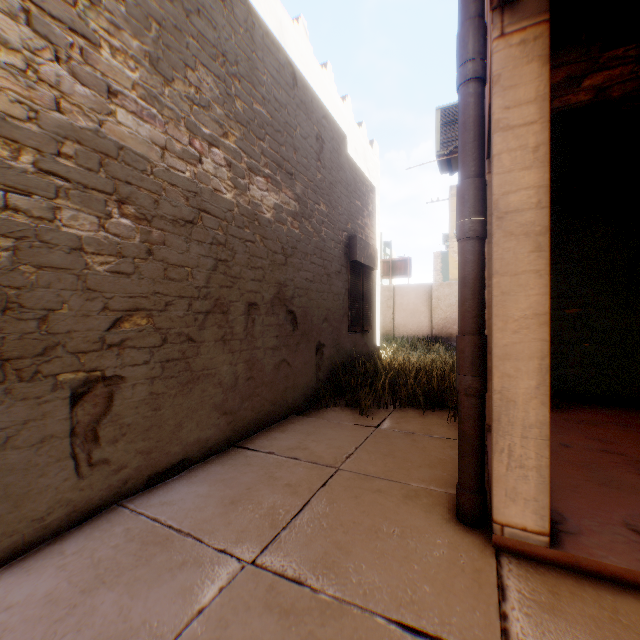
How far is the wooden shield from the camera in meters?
18.0 m

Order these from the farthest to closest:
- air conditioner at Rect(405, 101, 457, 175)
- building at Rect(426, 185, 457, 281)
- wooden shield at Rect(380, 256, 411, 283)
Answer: building at Rect(426, 185, 457, 281)
wooden shield at Rect(380, 256, 411, 283)
air conditioner at Rect(405, 101, 457, 175)

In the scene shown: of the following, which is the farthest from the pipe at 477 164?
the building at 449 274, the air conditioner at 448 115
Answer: the building at 449 274

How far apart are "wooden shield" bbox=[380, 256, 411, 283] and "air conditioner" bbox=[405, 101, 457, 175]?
12.6m

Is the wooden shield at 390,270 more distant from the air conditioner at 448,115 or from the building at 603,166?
the air conditioner at 448,115

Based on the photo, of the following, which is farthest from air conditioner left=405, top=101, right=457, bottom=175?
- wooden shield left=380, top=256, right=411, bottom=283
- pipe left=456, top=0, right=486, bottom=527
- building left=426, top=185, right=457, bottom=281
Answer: building left=426, top=185, right=457, bottom=281

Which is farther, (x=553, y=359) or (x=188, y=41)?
(x=553, y=359)

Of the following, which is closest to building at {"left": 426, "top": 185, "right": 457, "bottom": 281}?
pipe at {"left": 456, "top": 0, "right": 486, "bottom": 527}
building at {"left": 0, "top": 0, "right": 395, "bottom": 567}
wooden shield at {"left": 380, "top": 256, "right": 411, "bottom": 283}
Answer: building at {"left": 0, "top": 0, "right": 395, "bottom": 567}
